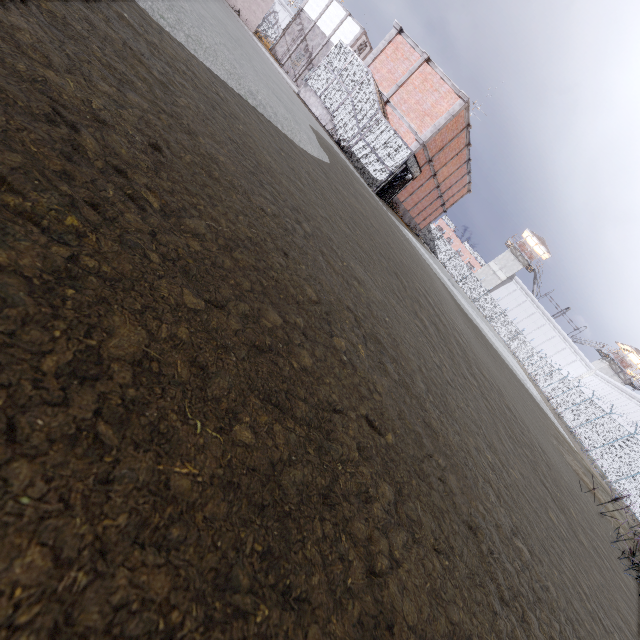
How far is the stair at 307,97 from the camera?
19.6m

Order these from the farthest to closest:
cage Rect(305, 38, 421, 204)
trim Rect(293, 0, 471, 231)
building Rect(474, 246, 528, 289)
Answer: building Rect(474, 246, 528, 289) → trim Rect(293, 0, 471, 231) → cage Rect(305, 38, 421, 204)

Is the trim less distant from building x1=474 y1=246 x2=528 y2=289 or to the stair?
the stair

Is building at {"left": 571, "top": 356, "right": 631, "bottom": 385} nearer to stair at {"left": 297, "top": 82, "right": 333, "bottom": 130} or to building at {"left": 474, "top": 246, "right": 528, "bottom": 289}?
building at {"left": 474, "top": 246, "right": 528, "bottom": 289}

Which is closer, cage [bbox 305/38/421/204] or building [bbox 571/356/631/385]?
cage [bbox 305/38/421/204]

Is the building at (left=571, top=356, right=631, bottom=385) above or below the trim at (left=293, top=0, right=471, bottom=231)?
above

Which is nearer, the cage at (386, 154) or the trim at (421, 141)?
the cage at (386, 154)

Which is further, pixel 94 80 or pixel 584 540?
pixel 584 540
